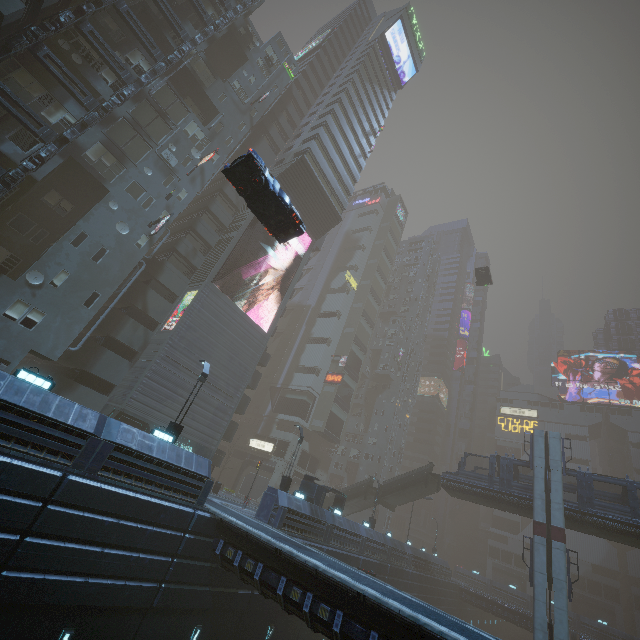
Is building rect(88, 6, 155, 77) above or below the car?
above

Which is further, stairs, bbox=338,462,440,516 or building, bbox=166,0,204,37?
stairs, bbox=338,462,440,516

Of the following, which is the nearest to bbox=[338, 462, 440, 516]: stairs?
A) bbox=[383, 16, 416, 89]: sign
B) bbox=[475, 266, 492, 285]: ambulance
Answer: bbox=[475, 266, 492, 285]: ambulance

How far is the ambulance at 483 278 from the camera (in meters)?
44.89

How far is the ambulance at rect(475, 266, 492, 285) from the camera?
44.9m

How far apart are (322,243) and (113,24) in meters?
30.5

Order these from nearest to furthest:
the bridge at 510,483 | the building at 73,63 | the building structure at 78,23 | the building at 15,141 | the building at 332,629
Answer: the building at 332,629, the building structure at 78,23, the building at 15,141, the building at 73,63, the bridge at 510,483

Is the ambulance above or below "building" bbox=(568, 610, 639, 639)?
above
